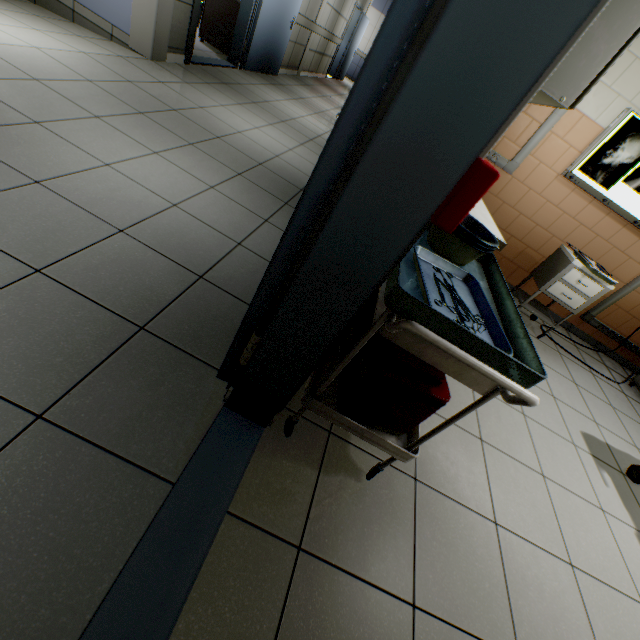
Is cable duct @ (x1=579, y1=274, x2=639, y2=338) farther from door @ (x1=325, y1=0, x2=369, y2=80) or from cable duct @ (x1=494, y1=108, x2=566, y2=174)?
door @ (x1=325, y1=0, x2=369, y2=80)

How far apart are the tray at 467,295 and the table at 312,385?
0.02m

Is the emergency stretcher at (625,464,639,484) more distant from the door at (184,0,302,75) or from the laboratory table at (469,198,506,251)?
the door at (184,0,302,75)

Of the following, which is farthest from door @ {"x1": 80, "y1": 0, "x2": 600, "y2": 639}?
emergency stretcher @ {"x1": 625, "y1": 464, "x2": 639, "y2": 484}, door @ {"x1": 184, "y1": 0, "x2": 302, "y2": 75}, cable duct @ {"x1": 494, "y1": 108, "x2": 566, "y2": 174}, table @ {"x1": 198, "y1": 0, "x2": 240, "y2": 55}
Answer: table @ {"x1": 198, "y1": 0, "x2": 240, "y2": 55}

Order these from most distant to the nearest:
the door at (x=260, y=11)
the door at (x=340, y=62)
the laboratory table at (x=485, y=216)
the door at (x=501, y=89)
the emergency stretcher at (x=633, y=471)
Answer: the door at (x=340, y=62) < the door at (x=260, y=11) < the emergency stretcher at (x=633, y=471) < the laboratory table at (x=485, y=216) < the door at (x=501, y=89)

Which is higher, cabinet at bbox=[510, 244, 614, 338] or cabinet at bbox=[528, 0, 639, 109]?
cabinet at bbox=[528, 0, 639, 109]

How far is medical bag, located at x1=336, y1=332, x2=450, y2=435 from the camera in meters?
1.2

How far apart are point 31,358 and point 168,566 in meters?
0.9
